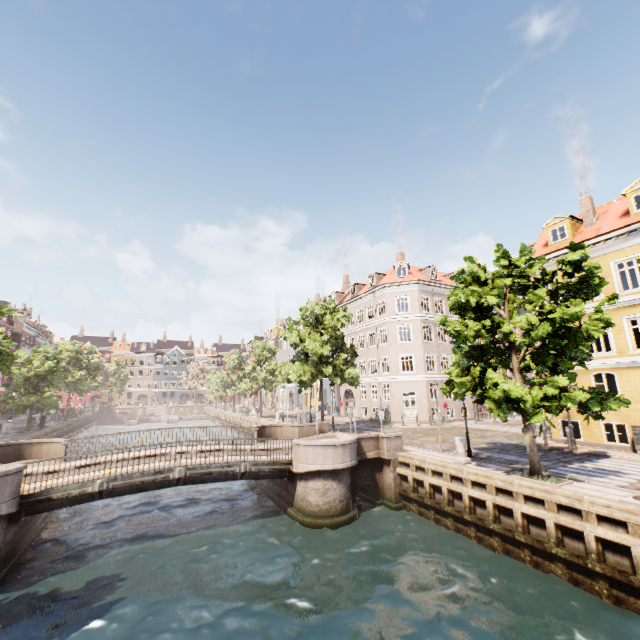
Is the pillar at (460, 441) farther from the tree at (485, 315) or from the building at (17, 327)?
the building at (17, 327)

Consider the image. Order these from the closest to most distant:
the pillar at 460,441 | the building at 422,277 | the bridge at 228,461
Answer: the bridge at 228,461 < the pillar at 460,441 < the building at 422,277

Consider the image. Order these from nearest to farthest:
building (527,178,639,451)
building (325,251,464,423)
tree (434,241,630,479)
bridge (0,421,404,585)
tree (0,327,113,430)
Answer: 1. tree (434,241,630,479)
2. bridge (0,421,404,585)
3. building (527,178,639,451)
4. tree (0,327,113,430)
5. building (325,251,464,423)

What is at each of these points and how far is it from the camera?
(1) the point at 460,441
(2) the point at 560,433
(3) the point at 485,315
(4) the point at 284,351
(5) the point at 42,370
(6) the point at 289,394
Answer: (1) pillar, 13.77m
(2) building, 18.36m
(3) tree, 12.05m
(4) building, 58.41m
(5) tree, 29.75m
(6) building, 54.88m

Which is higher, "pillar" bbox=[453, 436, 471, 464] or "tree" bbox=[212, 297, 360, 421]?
"tree" bbox=[212, 297, 360, 421]

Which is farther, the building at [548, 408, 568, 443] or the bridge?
the building at [548, 408, 568, 443]

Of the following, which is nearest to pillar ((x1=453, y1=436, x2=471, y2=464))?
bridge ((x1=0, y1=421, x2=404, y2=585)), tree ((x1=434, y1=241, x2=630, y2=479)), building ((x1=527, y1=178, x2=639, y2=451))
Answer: tree ((x1=434, y1=241, x2=630, y2=479))
